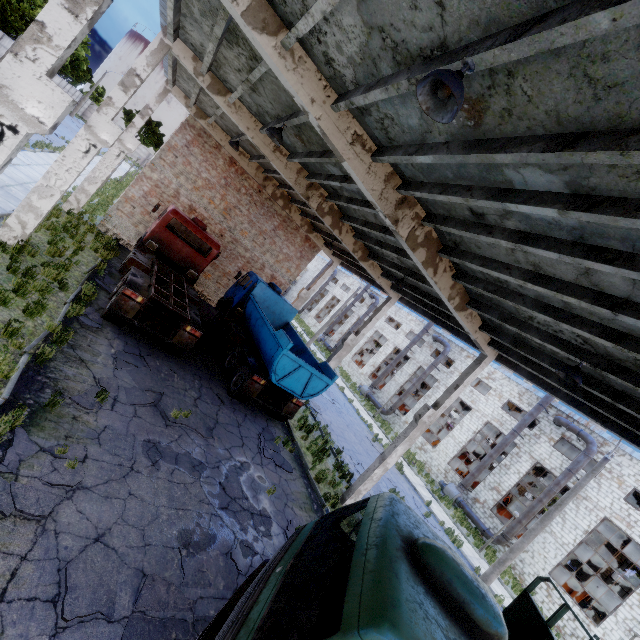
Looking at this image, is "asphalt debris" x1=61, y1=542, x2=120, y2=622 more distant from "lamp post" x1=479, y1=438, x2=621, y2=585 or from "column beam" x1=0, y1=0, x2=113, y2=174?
"lamp post" x1=479, y1=438, x2=621, y2=585

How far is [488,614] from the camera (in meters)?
3.11

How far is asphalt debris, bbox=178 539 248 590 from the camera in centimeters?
562cm

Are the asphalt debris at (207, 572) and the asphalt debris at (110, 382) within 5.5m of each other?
yes

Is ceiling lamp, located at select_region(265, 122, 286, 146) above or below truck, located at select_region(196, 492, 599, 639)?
above

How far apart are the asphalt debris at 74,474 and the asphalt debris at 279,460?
5.5 meters

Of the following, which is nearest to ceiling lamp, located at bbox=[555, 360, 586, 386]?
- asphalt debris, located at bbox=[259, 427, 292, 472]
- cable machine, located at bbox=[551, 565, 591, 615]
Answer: asphalt debris, located at bbox=[259, 427, 292, 472]

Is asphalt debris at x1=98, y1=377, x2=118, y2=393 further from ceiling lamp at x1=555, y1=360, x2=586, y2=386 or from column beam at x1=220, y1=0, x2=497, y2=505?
ceiling lamp at x1=555, y1=360, x2=586, y2=386
